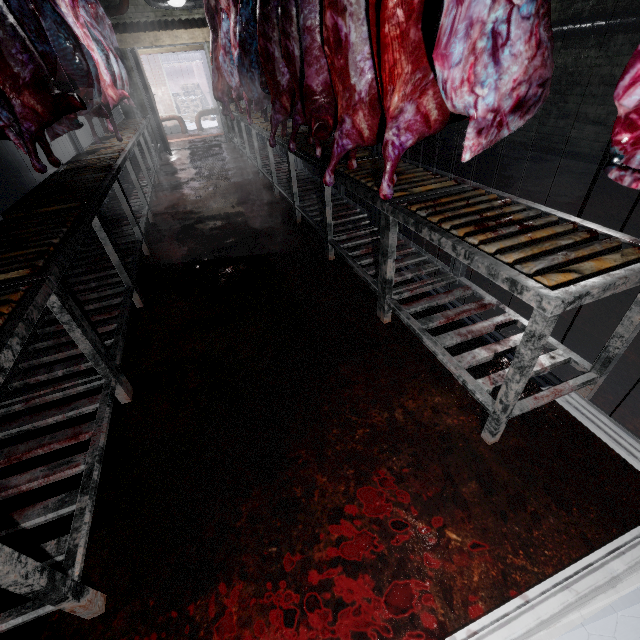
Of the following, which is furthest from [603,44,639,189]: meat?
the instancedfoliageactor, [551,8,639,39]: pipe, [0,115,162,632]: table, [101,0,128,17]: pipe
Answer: the instancedfoliageactor

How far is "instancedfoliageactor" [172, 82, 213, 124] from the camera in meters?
14.4

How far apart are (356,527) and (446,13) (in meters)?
1.69

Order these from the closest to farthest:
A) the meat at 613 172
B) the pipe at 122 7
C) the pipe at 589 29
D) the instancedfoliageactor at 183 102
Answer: the meat at 613 172 < the pipe at 589 29 < the pipe at 122 7 < the instancedfoliageactor at 183 102

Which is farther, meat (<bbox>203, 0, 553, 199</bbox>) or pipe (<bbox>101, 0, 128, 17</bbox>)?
pipe (<bbox>101, 0, 128, 17</bbox>)

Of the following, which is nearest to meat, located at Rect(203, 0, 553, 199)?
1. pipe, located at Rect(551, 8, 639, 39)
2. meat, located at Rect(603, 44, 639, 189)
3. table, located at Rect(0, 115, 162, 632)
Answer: meat, located at Rect(603, 44, 639, 189)

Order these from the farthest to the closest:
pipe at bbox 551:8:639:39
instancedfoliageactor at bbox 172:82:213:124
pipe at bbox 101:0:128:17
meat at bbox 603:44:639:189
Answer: instancedfoliageactor at bbox 172:82:213:124 → pipe at bbox 101:0:128:17 → pipe at bbox 551:8:639:39 → meat at bbox 603:44:639:189

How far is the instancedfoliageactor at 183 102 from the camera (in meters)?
14.36
